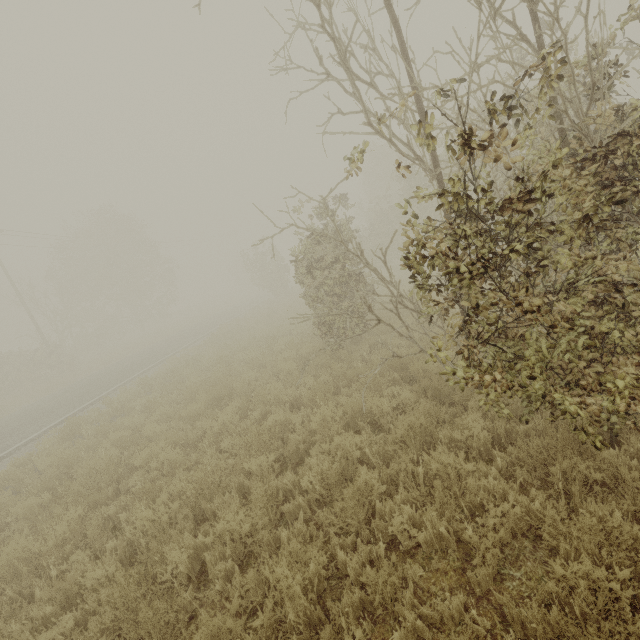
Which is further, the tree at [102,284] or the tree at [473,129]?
the tree at [102,284]

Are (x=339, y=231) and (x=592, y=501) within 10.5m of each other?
yes

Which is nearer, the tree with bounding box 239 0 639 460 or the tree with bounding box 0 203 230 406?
the tree with bounding box 239 0 639 460
